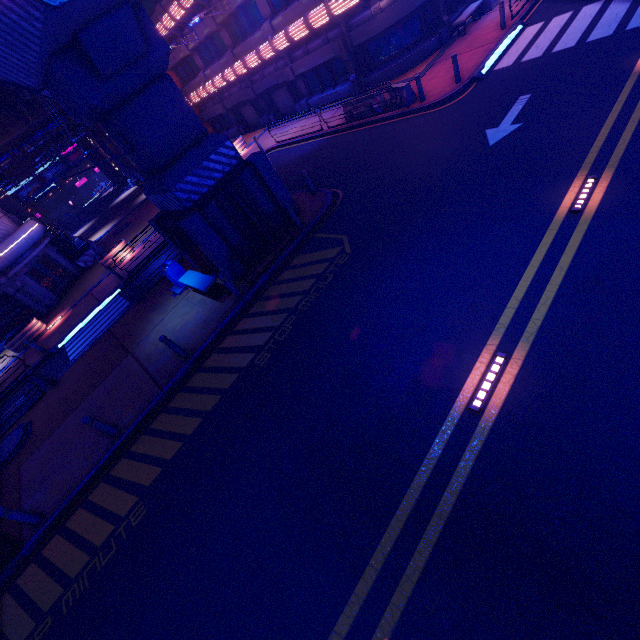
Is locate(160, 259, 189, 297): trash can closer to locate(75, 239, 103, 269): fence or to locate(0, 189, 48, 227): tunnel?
locate(75, 239, 103, 269): fence

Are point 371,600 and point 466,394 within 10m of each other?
yes

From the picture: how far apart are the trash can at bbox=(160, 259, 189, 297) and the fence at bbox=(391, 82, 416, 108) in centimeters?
1220cm

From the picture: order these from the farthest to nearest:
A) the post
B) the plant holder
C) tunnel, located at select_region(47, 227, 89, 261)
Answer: tunnel, located at select_region(47, 227, 89, 261), the plant holder, the post

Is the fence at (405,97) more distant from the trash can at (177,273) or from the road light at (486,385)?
the road light at (486,385)

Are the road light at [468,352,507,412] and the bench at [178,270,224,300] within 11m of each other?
yes

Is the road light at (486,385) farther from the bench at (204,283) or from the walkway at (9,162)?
the walkway at (9,162)

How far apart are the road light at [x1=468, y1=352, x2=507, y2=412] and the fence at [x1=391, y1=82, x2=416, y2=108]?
13.85m
